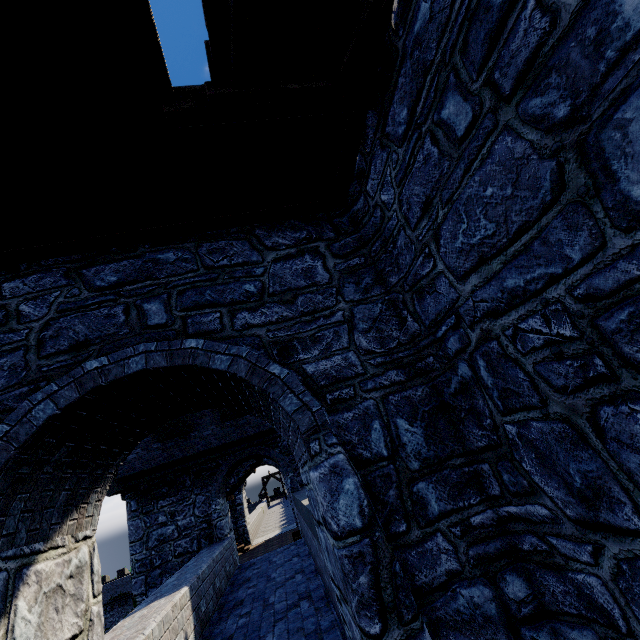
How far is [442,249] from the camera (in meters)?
2.98
